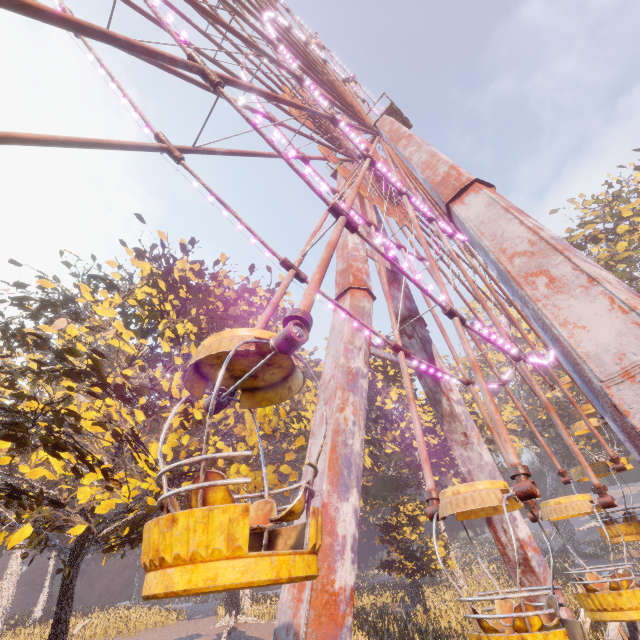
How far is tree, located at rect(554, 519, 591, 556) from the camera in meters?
43.2 m

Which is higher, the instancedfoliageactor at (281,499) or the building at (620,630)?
the instancedfoliageactor at (281,499)

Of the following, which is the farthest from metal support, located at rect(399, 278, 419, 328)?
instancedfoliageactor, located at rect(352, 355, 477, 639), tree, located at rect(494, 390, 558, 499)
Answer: instancedfoliageactor, located at rect(352, 355, 477, 639)

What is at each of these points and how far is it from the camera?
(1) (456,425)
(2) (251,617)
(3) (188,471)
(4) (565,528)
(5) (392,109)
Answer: (1) metal support, 14.8m
(2) instancedfoliageactor, 30.9m
(3) instancedfoliageactor, 11.0m
(4) tree, 45.2m
(5) balcony, 19.2m

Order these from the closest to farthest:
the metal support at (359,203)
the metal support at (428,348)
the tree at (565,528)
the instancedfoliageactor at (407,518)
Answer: the metal support at (428,348)
the metal support at (359,203)
the instancedfoliageactor at (407,518)
the tree at (565,528)

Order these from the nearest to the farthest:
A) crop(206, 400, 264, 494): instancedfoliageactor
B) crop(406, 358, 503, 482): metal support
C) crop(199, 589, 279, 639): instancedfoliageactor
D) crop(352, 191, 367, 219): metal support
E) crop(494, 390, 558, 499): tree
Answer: crop(206, 400, 264, 494): instancedfoliageactor
crop(406, 358, 503, 482): metal support
crop(352, 191, 367, 219): metal support
crop(199, 589, 279, 639): instancedfoliageactor
crop(494, 390, 558, 499): tree

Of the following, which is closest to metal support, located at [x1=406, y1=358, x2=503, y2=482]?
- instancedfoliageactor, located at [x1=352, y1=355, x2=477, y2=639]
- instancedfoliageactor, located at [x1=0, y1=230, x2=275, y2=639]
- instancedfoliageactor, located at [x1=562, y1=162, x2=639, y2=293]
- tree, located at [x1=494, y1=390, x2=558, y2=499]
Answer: instancedfoliageactor, located at [x1=0, y1=230, x2=275, y2=639]

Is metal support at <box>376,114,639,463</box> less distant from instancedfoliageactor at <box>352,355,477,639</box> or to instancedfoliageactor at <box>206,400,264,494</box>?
instancedfoliageactor at <box>206,400,264,494</box>
